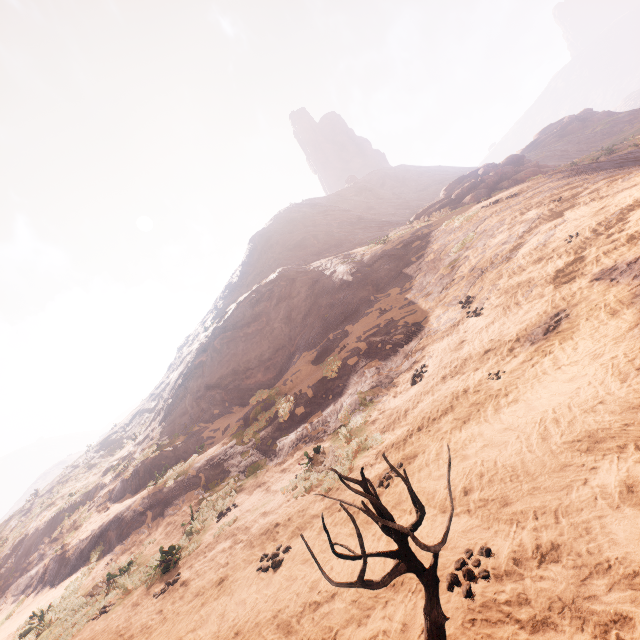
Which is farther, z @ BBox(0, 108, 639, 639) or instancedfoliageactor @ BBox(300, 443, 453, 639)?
z @ BBox(0, 108, 639, 639)

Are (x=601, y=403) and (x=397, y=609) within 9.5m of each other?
yes

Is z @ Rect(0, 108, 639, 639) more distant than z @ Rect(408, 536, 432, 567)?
No

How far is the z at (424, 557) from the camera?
4.11m

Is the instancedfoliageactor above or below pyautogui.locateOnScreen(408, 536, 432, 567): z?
above

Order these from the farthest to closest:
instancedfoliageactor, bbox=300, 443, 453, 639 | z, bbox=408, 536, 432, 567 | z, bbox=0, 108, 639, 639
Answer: z, bbox=408, 536, 432, 567 → z, bbox=0, 108, 639, 639 → instancedfoliageactor, bbox=300, 443, 453, 639
